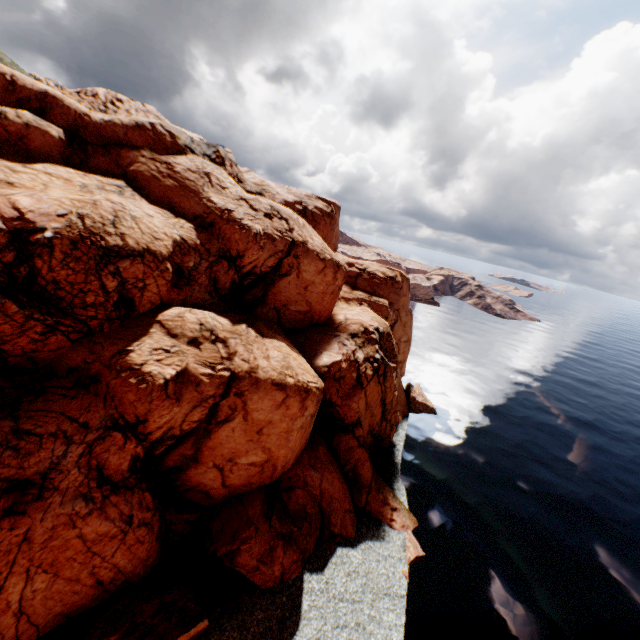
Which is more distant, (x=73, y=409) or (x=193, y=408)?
(x=193, y=408)
